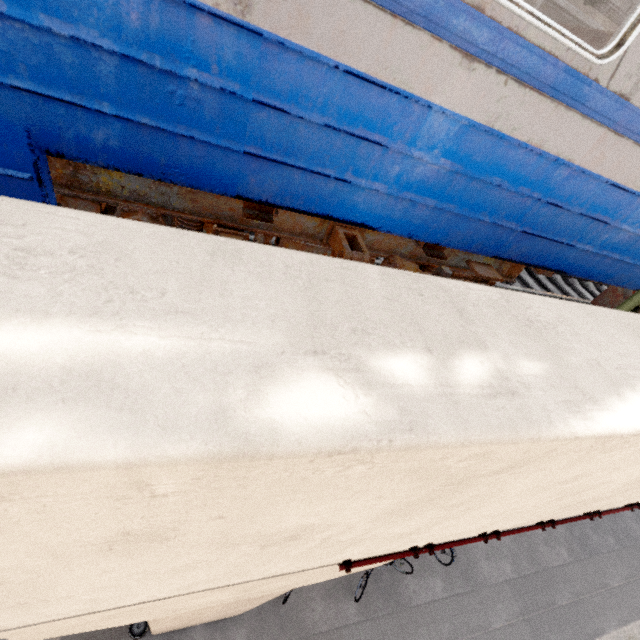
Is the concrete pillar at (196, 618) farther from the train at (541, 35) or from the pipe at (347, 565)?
the train at (541, 35)

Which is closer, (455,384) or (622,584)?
(455,384)

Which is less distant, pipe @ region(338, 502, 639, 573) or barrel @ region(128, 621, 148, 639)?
pipe @ region(338, 502, 639, 573)

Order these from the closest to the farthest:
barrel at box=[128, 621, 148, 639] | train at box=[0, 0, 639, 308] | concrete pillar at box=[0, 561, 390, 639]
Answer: train at box=[0, 0, 639, 308] < concrete pillar at box=[0, 561, 390, 639] < barrel at box=[128, 621, 148, 639]

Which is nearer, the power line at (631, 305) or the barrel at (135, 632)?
the power line at (631, 305)

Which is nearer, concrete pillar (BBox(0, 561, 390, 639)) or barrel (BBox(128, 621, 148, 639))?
concrete pillar (BBox(0, 561, 390, 639))

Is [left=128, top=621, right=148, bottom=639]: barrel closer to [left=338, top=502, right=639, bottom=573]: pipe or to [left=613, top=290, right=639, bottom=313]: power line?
[left=338, top=502, right=639, bottom=573]: pipe

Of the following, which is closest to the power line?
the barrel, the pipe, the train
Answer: the train
